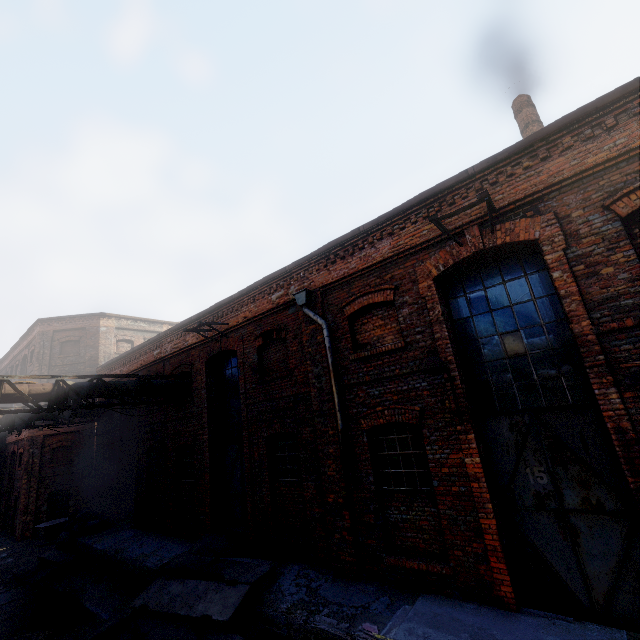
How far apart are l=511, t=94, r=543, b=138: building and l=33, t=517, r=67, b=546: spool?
27.8m

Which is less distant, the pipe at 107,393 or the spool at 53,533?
the pipe at 107,393

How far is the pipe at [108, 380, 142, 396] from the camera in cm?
1051

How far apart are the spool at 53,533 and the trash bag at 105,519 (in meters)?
6.95

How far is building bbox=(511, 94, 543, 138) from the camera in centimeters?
845cm

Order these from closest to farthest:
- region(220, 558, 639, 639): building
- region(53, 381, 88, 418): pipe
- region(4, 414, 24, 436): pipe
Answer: region(220, 558, 639, 639): building, region(53, 381, 88, 418): pipe, region(4, 414, 24, 436): pipe

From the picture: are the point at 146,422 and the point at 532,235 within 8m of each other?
no

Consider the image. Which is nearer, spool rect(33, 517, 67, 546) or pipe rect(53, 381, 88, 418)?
pipe rect(53, 381, 88, 418)
